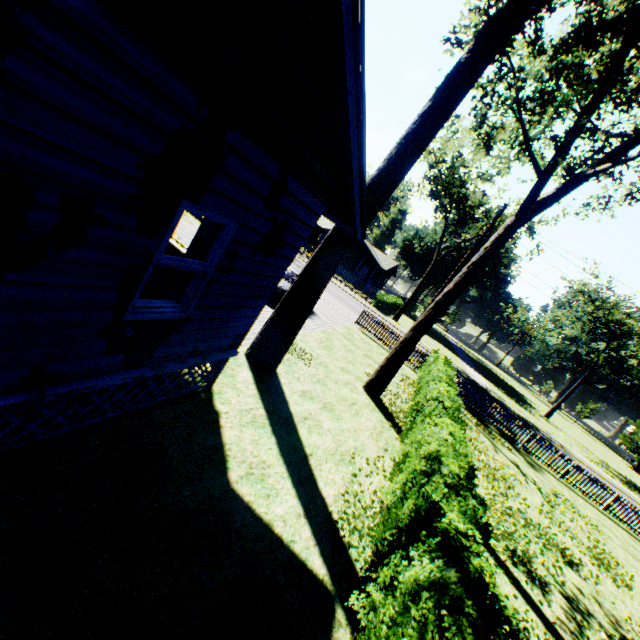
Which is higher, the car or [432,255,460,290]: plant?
[432,255,460,290]: plant

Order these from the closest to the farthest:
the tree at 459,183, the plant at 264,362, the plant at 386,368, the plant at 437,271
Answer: the plant at 386,368, the plant at 264,362, the tree at 459,183, the plant at 437,271

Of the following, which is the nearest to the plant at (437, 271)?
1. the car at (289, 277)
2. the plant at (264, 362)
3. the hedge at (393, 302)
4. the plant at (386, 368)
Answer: the plant at (264, 362)

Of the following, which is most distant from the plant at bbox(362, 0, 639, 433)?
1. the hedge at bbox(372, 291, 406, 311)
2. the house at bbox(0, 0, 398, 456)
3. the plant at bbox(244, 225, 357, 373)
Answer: the hedge at bbox(372, 291, 406, 311)

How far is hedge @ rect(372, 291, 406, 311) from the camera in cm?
3762

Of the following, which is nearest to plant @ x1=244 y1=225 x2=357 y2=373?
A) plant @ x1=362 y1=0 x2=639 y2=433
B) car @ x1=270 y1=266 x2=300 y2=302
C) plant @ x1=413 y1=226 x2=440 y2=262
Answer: plant @ x1=362 y1=0 x2=639 y2=433

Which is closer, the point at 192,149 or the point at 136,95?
the point at 136,95

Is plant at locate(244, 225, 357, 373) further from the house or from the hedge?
the hedge
